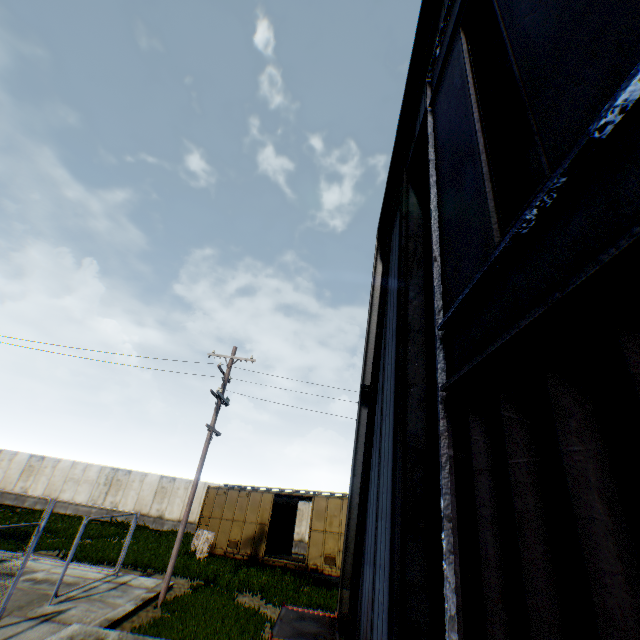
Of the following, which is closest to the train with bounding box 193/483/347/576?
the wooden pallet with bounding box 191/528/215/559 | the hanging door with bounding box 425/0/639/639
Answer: the wooden pallet with bounding box 191/528/215/559

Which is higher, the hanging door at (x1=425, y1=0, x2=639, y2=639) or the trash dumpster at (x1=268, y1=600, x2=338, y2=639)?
the hanging door at (x1=425, y1=0, x2=639, y2=639)

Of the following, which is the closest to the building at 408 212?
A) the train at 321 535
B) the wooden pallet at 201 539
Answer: the train at 321 535

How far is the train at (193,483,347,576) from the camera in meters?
16.4 m

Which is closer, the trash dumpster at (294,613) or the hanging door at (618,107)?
the hanging door at (618,107)

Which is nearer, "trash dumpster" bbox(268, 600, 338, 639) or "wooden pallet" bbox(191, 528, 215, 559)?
"trash dumpster" bbox(268, 600, 338, 639)

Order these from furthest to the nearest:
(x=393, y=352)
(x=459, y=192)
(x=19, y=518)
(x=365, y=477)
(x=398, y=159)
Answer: (x=19, y=518), (x=398, y=159), (x=365, y=477), (x=393, y=352), (x=459, y=192)
